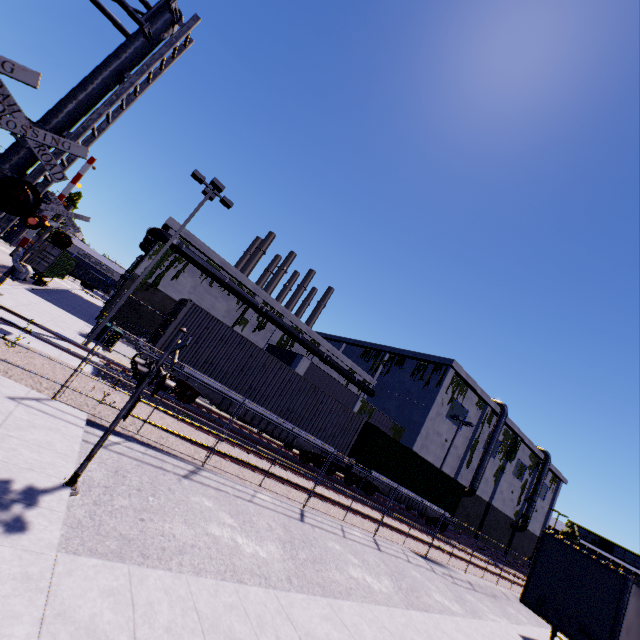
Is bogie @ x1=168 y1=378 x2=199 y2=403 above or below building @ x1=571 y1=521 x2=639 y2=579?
below

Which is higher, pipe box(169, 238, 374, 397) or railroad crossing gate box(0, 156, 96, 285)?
pipe box(169, 238, 374, 397)

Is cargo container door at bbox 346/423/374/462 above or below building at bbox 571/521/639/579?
below

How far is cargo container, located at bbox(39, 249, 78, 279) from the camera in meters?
25.0 m

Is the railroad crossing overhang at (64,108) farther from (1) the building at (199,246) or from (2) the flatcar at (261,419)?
(1) the building at (199,246)

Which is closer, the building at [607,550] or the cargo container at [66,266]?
the cargo container at [66,266]

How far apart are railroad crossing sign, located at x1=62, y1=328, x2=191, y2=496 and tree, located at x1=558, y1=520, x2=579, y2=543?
69.0m

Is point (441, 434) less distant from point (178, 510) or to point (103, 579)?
point (178, 510)
